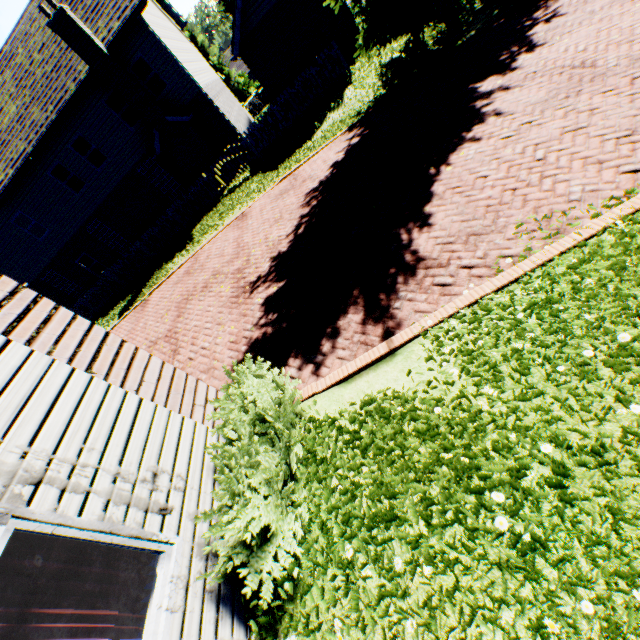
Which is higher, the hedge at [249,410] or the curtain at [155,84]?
the curtain at [155,84]

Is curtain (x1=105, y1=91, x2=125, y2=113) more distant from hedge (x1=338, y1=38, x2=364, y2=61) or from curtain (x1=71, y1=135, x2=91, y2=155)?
hedge (x1=338, y1=38, x2=364, y2=61)

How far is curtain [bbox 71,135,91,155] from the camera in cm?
1665

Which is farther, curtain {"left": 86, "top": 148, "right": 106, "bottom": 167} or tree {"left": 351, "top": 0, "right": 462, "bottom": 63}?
curtain {"left": 86, "top": 148, "right": 106, "bottom": 167}

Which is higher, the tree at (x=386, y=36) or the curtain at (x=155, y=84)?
the curtain at (x=155, y=84)

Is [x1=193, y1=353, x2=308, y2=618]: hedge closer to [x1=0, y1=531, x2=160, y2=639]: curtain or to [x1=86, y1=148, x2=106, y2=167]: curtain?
[x1=0, y1=531, x2=160, y2=639]: curtain

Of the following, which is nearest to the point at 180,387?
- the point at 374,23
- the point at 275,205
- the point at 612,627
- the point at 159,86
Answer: the point at 612,627

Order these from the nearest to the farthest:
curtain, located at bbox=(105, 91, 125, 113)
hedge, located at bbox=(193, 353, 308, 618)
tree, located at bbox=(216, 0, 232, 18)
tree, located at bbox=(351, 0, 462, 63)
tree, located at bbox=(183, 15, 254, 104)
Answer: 1. hedge, located at bbox=(193, 353, 308, 618)
2. tree, located at bbox=(351, 0, 462, 63)
3. curtain, located at bbox=(105, 91, 125, 113)
4. tree, located at bbox=(216, 0, 232, 18)
5. tree, located at bbox=(183, 15, 254, 104)
